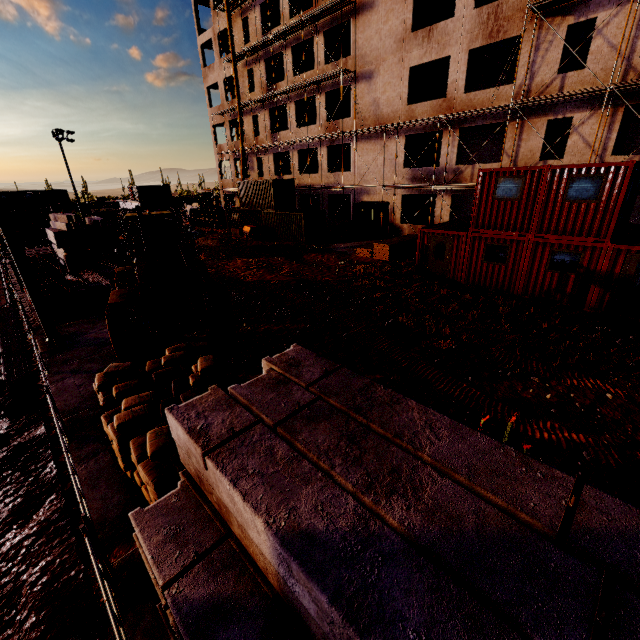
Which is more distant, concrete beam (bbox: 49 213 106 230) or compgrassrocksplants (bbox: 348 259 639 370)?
concrete beam (bbox: 49 213 106 230)

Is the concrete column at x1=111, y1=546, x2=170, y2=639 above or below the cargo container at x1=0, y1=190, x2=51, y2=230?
below

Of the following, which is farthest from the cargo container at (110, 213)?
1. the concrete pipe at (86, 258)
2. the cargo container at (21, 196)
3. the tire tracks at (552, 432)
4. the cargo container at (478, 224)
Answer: the cargo container at (478, 224)

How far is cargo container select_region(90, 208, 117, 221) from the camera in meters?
37.2

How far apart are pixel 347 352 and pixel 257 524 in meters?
8.1 m

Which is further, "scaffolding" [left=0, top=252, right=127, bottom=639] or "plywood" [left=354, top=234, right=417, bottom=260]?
"plywood" [left=354, top=234, right=417, bottom=260]

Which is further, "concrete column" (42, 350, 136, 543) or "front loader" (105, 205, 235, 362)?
"front loader" (105, 205, 235, 362)

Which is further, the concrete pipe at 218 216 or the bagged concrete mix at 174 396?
the concrete pipe at 218 216
